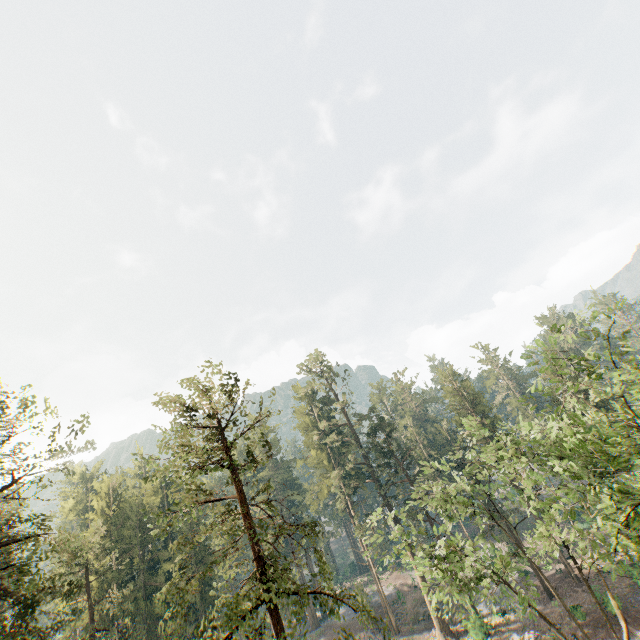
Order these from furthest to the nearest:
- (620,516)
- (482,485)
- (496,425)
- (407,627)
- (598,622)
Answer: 1. (407,627)
2. (598,622)
3. (482,485)
4. (496,425)
5. (620,516)
